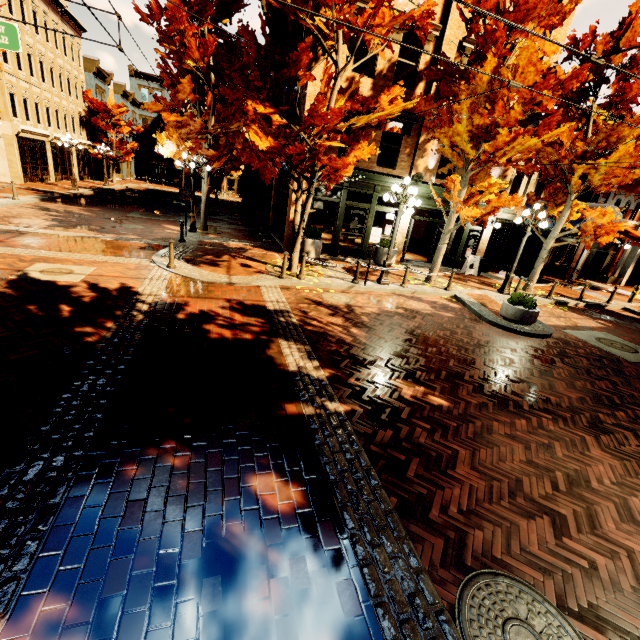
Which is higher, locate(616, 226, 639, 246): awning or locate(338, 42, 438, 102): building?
locate(338, 42, 438, 102): building

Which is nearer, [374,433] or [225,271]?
[374,433]

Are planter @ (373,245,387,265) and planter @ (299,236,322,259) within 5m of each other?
yes

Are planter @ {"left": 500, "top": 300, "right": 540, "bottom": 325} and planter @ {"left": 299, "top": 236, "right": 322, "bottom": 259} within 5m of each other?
no

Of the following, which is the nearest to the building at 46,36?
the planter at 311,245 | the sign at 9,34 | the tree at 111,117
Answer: the tree at 111,117

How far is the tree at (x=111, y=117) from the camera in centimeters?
3147cm

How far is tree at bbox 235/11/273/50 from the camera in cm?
946

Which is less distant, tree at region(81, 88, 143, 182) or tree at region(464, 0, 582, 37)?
tree at region(464, 0, 582, 37)
